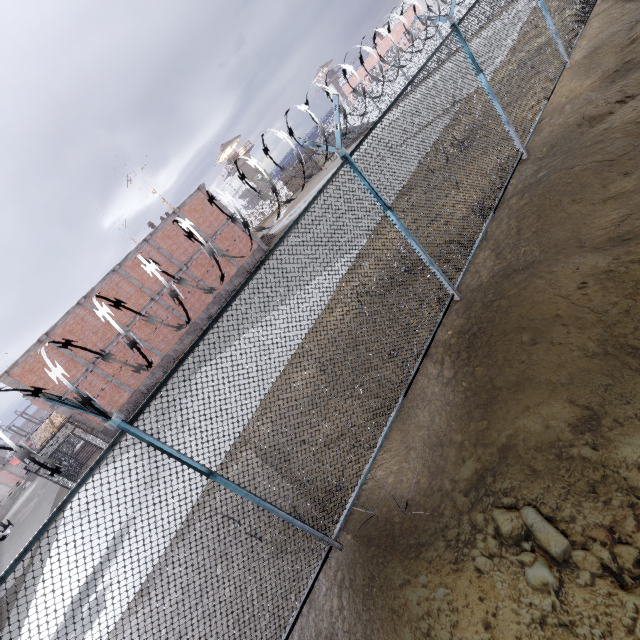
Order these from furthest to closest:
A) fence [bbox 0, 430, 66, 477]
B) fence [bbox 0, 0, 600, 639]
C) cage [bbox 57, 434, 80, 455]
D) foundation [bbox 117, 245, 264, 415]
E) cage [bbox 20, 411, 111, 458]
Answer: cage [bbox 57, 434, 80, 455] < foundation [bbox 117, 245, 264, 415] < cage [bbox 20, 411, 111, 458] < fence [bbox 0, 0, 600, 639] < fence [bbox 0, 430, 66, 477]

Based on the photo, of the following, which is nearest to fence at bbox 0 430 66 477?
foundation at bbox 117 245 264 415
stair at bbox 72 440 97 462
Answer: foundation at bbox 117 245 264 415

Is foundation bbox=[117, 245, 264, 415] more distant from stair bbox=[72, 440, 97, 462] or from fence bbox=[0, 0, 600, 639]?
fence bbox=[0, 0, 600, 639]

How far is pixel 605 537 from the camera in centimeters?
237cm

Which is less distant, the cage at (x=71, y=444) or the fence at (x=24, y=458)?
the fence at (x=24, y=458)

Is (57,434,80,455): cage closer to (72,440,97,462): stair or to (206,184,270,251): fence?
(72,440,97,462): stair

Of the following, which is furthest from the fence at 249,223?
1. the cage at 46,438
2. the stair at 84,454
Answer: the stair at 84,454

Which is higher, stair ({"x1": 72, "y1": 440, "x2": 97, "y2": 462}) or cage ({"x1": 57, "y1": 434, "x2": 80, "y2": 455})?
cage ({"x1": 57, "y1": 434, "x2": 80, "y2": 455})
